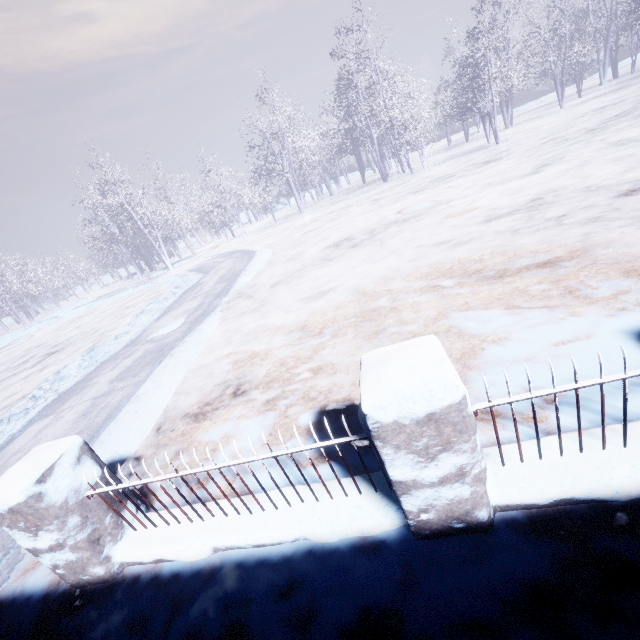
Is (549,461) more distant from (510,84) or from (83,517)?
(510,84)
